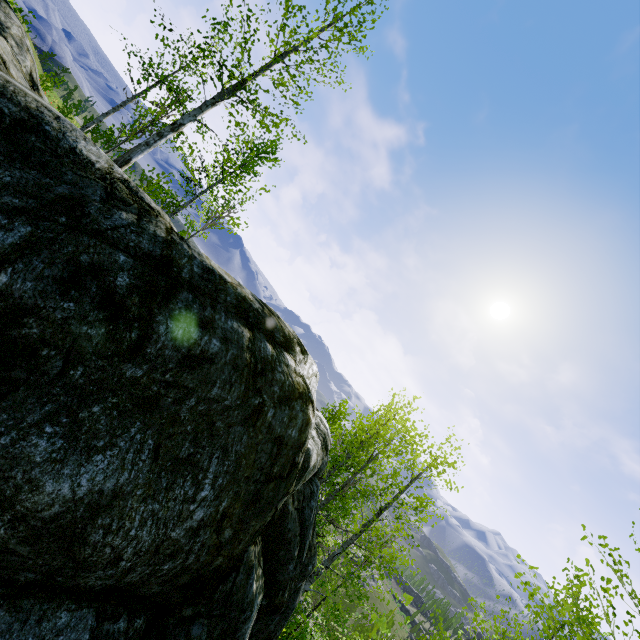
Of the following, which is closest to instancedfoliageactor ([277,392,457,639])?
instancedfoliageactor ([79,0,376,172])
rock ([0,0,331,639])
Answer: rock ([0,0,331,639])

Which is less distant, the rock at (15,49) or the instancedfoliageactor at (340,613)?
the rock at (15,49)

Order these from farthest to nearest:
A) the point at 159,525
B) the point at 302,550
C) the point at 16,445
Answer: the point at 302,550 < the point at 159,525 < the point at 16,445

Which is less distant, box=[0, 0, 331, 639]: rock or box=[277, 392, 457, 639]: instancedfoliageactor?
box=[0, 0, 331, 639]: rock

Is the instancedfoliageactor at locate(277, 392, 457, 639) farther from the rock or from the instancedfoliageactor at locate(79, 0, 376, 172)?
the instancedfoliageactor at locate(79, 0, 376, 172)

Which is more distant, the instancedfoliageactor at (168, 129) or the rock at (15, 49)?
the instancedfoliageactor at (168, 129)
